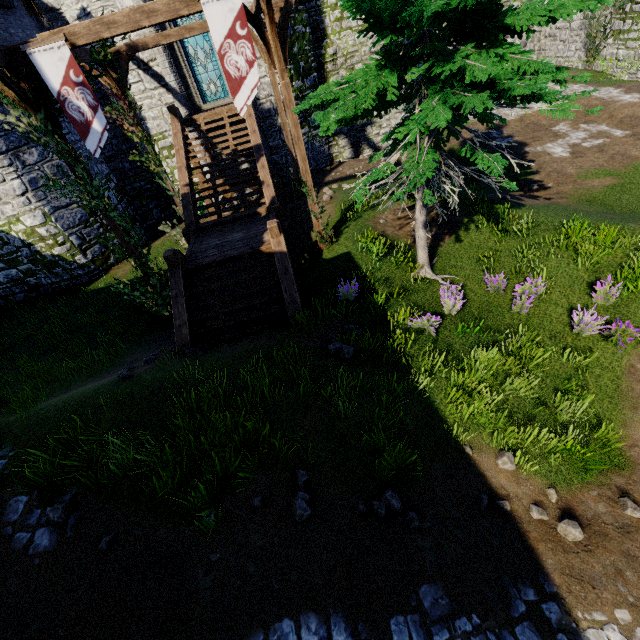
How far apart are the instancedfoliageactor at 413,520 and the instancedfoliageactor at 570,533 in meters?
2.1

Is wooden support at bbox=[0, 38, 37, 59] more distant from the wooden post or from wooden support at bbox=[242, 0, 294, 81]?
the wooden post

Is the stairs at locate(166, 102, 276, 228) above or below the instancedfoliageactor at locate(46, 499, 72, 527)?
above

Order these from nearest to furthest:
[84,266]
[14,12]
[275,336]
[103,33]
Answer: [103,33]
[275,336]
[14,12]
[84,266]

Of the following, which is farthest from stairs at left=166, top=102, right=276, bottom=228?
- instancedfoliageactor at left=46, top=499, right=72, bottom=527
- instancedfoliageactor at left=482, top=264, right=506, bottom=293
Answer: instancedfoliageactor at left=46, top=499, right=72, bottom=527

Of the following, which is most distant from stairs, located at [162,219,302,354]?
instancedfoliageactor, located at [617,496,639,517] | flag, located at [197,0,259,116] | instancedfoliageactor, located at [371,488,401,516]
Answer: instancedfoliageactor, located at [617,496,639,517]

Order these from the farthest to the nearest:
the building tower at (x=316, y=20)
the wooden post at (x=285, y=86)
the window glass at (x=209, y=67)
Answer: the building tower at (x=316, y=20) → the window glass at (x=209, y=67) → the wooden post at (x=285, y=86)

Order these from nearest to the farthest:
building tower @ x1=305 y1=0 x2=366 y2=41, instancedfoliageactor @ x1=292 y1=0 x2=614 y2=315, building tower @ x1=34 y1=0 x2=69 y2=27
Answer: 1. instancedfoliageactor @ x1=292 y1=0 x2=614 y2=315
2. building tower @ x1=34 y1=0 x2=69 y2=27
3. building tower @ x1=305 y1=0 x2=366 y2=41
